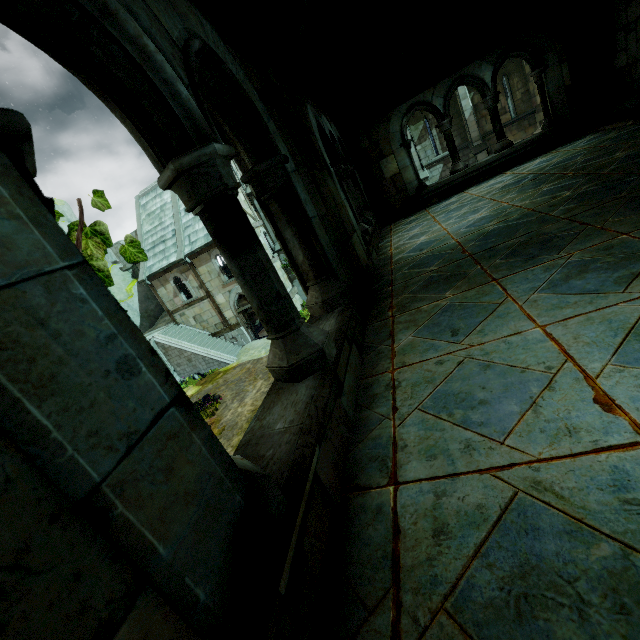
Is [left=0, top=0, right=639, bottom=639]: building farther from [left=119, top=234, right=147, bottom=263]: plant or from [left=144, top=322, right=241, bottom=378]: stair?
[left=144, top=322, right=241, bottom=378]: stair

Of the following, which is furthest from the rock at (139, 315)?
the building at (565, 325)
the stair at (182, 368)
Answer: the building at (565, 325)

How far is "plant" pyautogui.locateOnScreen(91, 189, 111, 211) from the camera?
1.3 meters

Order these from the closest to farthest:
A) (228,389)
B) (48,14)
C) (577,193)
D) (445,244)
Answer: (48,14)
(577,193)
(445,244)
(228,389)

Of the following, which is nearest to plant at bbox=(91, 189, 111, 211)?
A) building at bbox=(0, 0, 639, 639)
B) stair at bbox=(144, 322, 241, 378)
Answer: building at bbox=(0, 0, 639, 639)

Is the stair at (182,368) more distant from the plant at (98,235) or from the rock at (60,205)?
the plant at (98,235)

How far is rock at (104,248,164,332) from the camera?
26.78m
